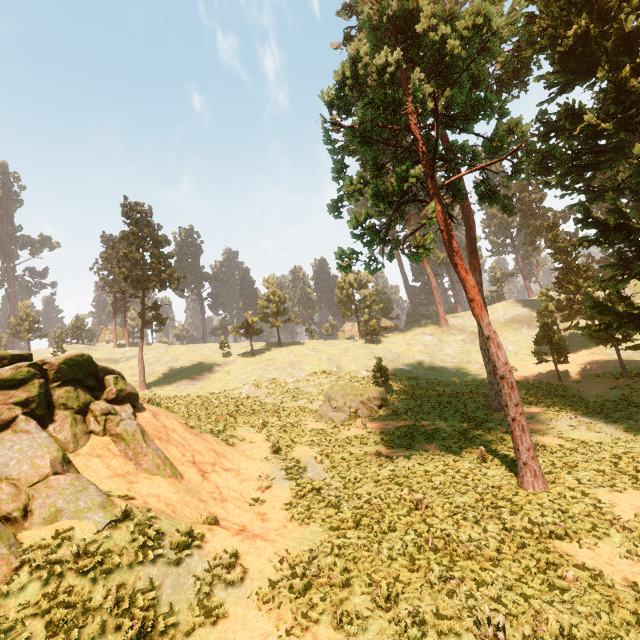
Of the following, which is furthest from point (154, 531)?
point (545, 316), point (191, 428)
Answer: point (545, 316)

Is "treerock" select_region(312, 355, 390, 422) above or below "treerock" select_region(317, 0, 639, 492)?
below

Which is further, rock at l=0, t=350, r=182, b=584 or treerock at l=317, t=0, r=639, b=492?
treerock at l=317, t=0, r=639, b=492

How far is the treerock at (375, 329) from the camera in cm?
5439

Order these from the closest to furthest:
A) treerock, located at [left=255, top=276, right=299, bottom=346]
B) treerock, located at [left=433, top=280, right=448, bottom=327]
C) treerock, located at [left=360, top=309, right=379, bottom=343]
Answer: treerock, located at [left=360, top=309, right=379, bottom=343]
treerock, located at [left=255, top=276, right=299, bottom=346]
treerock, located at [left=433, top=280, right=448, bottom=327]

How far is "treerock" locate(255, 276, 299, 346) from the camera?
57.38m
